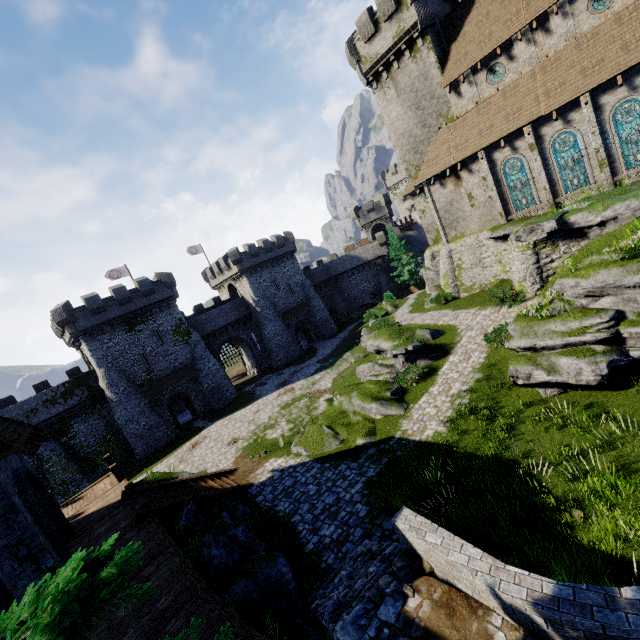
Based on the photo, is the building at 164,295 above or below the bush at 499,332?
above

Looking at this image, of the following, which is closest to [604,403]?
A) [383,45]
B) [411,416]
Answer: [411,416]

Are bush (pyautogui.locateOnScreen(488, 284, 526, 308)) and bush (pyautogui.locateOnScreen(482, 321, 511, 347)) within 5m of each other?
yes

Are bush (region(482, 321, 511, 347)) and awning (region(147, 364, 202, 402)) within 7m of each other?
no

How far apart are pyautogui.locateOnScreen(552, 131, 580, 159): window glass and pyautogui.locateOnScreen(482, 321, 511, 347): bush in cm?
1153

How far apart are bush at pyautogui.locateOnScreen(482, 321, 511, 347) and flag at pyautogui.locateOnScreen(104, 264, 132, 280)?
42.1 meters

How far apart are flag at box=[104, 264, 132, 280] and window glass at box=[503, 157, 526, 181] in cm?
4325

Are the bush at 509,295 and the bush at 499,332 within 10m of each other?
yes
